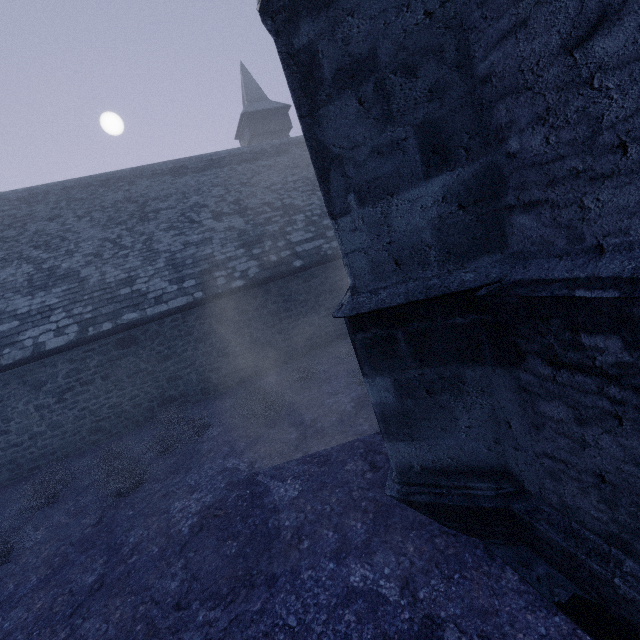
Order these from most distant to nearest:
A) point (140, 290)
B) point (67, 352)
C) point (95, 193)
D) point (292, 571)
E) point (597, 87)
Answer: point (95, 193), point (140, 290), point (67, 352), point (292, 571), point (597, 87)
